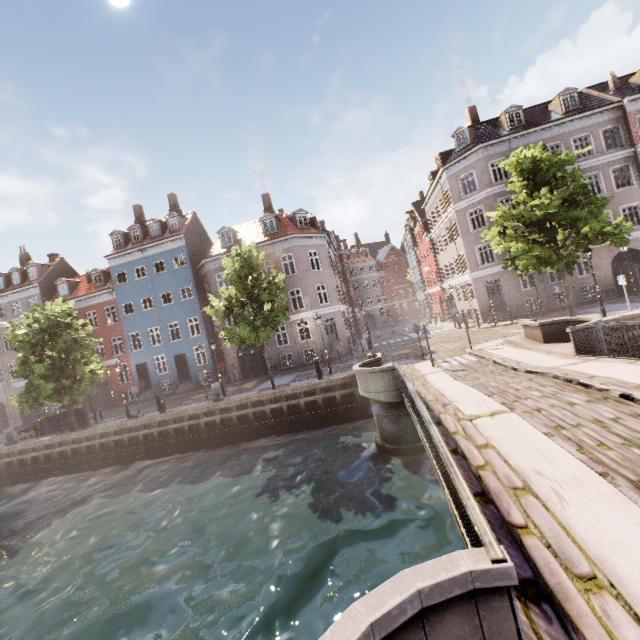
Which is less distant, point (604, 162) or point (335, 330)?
point (604, 162)

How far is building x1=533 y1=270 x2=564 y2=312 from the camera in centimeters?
2456cm

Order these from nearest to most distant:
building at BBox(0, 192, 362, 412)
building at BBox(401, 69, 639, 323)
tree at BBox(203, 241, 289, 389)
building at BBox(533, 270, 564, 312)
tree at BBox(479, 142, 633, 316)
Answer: tree at BBox(479, 142, 633, 316) → tree at BBox(203, 241, 289, 389) → building at BBox(401, 69, 639, 323) → building at BBox(533, 270, 564, 312) → building at BBox(0, 192, 362, 412)

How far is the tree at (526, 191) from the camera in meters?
14.6 m

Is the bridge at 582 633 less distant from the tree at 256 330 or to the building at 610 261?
the tree at 256 330

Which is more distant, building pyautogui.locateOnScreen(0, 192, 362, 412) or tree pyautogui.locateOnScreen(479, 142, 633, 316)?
building pyautogui.locateOnScreen(0, 192, 362, 412)
